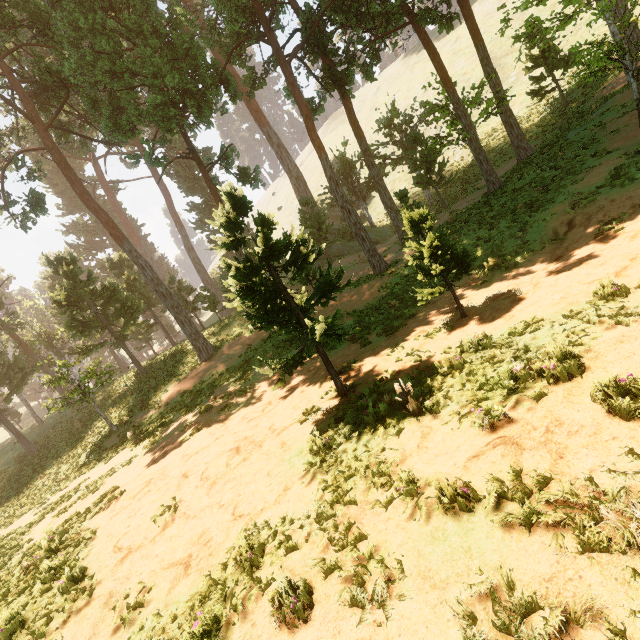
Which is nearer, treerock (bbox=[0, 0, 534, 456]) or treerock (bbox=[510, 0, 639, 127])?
treerock (bbox=[0, 0, 534, 456])

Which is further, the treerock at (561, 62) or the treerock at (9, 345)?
the treerock at (561, 62)

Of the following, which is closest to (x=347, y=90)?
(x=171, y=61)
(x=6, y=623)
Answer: (x=171, y=61)
